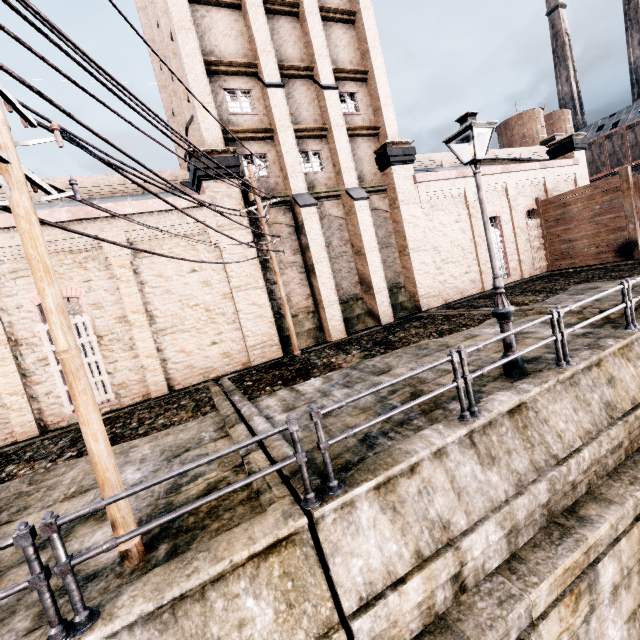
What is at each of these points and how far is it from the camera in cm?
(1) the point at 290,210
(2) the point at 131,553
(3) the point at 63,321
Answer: (1) building, 1731
(2) electric pole, 430
(3) electric pole, 409

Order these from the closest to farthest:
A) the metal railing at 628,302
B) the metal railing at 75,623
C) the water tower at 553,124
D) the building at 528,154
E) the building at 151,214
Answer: the metal railing at 75,623
the metal railing at 628,302
the building at 151,214
the building at 528,154
the water tower at 553,124

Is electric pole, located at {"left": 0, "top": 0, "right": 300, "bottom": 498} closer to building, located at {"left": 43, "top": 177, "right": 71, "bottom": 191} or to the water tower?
building, located at {"left": 43, "top": 177, "right": 71, "bottom": 191}

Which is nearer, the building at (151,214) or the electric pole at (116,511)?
the electric pole at (116,511)

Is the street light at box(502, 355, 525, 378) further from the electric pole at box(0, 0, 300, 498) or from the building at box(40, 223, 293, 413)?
the building at box(40, 223, 293, 413)

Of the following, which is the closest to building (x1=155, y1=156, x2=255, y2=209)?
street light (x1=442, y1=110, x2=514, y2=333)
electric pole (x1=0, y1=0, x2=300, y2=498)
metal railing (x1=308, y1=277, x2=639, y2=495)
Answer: electric pole (x1=0, y1=0, x2=300, y2=498)

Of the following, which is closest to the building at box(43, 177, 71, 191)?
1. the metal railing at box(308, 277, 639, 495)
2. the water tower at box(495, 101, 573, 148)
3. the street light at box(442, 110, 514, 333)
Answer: the water tower at box(495, 101, 573, 148)
